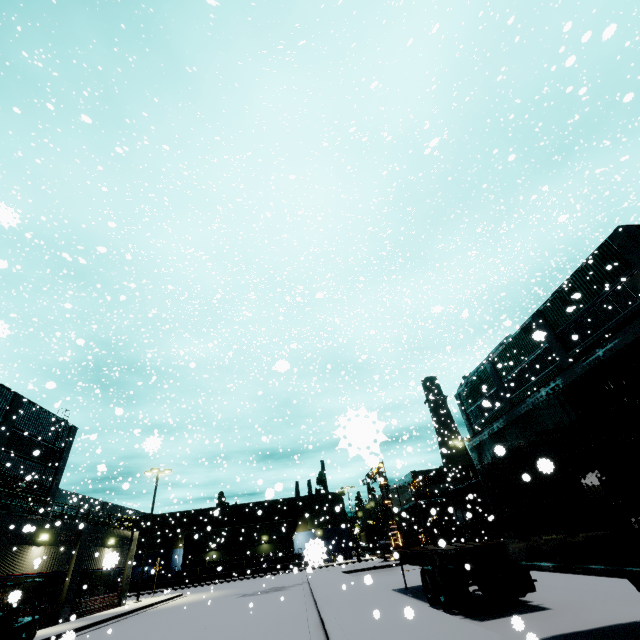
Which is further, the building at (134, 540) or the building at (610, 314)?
the building at (610, 314)

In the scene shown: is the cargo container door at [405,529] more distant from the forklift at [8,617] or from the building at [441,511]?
the forklift at [8,617]

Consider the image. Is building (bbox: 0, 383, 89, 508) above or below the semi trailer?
above

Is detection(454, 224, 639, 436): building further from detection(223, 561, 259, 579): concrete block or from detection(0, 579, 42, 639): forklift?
detection(0, 579, 42, 639): forklift

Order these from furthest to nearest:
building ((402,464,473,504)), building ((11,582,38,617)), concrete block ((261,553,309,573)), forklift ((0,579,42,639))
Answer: building ((402,464,473,504)) → concrete block ((261,553,309,573)) → building ((11,582,38,617)) → forklift ((0,579,42,639))

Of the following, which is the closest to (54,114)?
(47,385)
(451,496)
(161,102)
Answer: (161,102)

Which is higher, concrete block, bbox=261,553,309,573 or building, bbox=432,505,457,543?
building, bbox=432,505,457,543

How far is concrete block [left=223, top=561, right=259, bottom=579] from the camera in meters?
45.6 m
